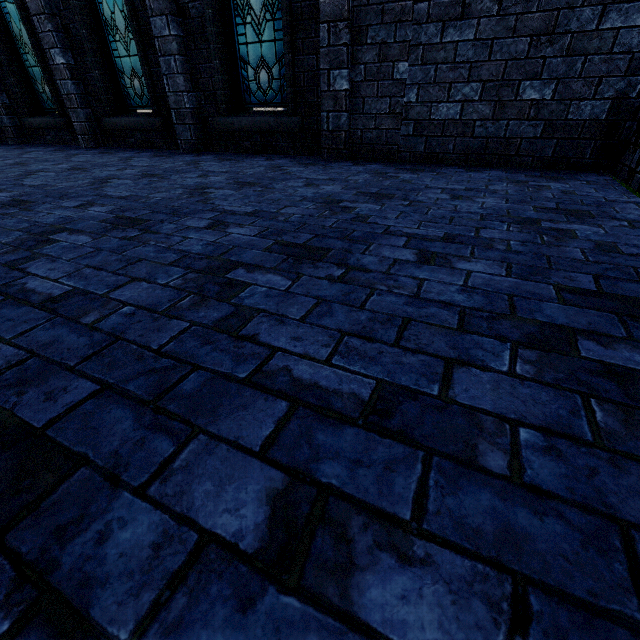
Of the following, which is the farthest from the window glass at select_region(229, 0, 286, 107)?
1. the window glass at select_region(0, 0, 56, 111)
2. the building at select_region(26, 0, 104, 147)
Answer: the window glass at select_region(0, 0, 56, 111)

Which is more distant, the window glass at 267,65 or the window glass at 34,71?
the window glass at 34,71

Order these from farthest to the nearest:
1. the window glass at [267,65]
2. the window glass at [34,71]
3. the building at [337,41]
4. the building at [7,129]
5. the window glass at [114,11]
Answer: the building at [7,129] → the window glass at [34,71] → the window glass at [114,11] → the window glass at [267,65] → the building at [337,41]

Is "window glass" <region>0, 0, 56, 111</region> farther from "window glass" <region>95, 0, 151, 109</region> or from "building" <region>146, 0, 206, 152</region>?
"window glass" <region>95, 0, 151, 109</region>

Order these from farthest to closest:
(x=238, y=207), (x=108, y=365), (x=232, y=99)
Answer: (x=232, y=99) < (x=238, y=207) < (x=108, y=365)

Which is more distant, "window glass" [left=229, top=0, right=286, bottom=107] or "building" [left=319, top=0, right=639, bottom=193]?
"window glass" [left=229, top=0, right=286, bottom=107]

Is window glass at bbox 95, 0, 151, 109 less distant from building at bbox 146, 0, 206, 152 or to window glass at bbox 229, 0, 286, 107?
building at bbox 146, 0, 206, 152

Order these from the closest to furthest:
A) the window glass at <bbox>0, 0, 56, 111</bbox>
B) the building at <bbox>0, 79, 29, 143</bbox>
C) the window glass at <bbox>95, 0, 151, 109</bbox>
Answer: the window glass at <bbox>95, 0, 151, 109</bbox> < the window glass at <bbox>0, 0, 56, 111</bbox> < the building at <bbox>0, 79, 29, 143</bbox>
